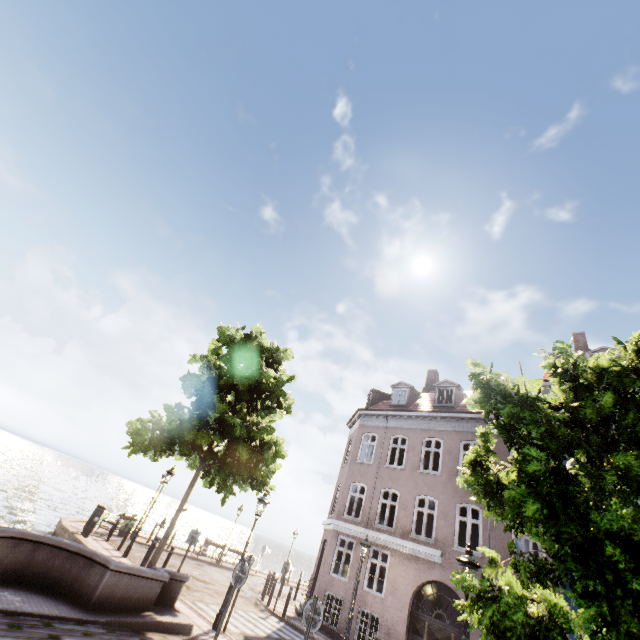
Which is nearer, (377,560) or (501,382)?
(501,382)

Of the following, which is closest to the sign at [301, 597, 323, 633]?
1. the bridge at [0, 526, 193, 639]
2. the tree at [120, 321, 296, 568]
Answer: the bridge at [0, 526, 193, 639]

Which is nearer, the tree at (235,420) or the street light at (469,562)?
the street light at (469,562)

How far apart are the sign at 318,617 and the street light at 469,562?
2.8m

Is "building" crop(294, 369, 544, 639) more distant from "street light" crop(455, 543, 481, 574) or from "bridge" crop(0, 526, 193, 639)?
"bridge" crop(0, 526, 193, 639)

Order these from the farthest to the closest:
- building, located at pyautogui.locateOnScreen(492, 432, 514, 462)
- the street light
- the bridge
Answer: building, located at pyautogui.locateOnScreen(492, 432, 514, 462), the street light, the bridge

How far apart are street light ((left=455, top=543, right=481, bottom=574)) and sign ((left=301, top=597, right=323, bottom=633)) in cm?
281

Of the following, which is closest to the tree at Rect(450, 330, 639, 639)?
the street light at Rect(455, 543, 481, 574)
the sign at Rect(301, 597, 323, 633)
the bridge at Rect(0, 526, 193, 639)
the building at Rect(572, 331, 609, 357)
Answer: the street light at Rect(455, 543, 481, 574)
